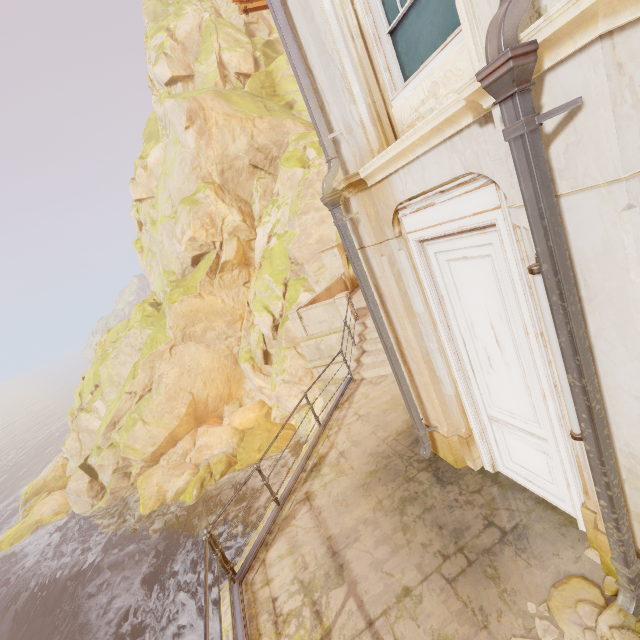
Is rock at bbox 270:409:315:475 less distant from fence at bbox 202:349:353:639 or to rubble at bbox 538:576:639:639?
fence at bbox 202:349:353:639

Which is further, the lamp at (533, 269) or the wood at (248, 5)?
the wood at (248, 5)

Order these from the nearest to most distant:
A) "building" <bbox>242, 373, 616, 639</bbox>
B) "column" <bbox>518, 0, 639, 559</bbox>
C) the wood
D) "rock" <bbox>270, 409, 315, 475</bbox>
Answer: "column" <bbox>518, 0, 639, 559</bbox>, "building" <bbox>242, 373, 616, 639</bbox>, the wood, "rock" <bbox>270, 409, 315, 475</bbox>

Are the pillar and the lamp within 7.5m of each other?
no

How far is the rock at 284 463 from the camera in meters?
21.6

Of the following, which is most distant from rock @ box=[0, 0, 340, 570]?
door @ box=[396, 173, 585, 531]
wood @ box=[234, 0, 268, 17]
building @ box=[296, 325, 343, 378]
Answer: door @ box=[396, 173, 585, 531]

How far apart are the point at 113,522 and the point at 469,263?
31.2 meters

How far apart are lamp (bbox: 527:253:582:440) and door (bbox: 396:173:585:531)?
0.5m
